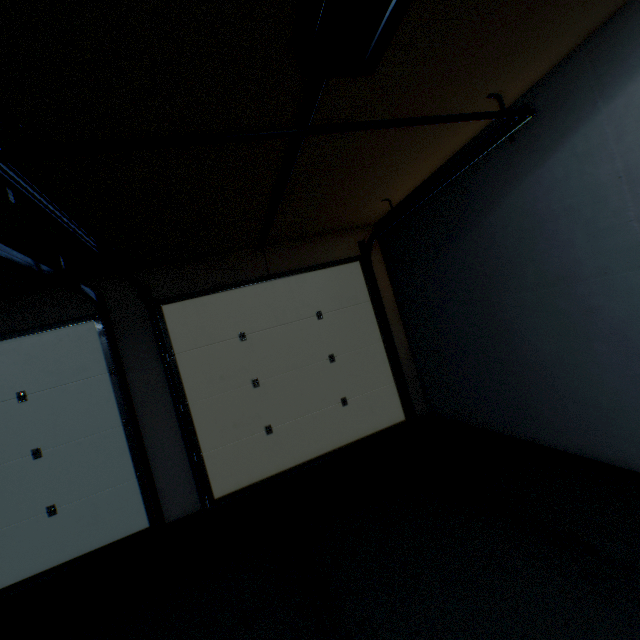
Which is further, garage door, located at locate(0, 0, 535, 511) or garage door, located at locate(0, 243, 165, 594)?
garage door, located at locate(0, 243, 165, 594)

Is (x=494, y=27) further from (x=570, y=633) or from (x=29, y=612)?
(x=29, y=612)

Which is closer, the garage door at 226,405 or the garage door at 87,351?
the garage door at 226,405
